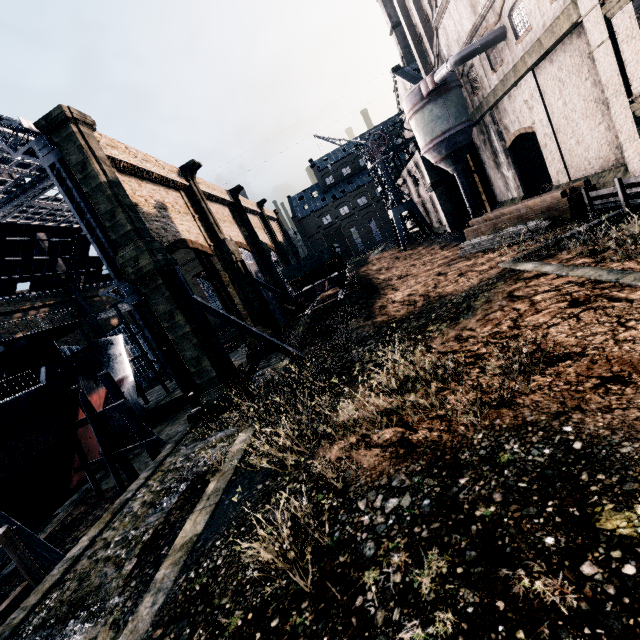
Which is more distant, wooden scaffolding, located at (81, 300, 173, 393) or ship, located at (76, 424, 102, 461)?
wooden scaffolding, located at (81, 300, 173, 393)

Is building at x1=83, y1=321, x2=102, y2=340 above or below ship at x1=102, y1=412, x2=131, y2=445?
above

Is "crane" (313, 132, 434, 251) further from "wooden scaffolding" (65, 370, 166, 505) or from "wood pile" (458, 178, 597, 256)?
"wooden scaffolding" (65, 370, 166, 505)

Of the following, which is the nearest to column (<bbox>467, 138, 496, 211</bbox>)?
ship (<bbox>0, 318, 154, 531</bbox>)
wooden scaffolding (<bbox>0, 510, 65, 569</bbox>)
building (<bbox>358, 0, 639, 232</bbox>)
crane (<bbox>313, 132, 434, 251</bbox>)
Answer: building (<bbox>358, 0, 639, 232</bbox>)

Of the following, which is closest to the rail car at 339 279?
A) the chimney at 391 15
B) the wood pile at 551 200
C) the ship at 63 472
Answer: the wood pile at 551 200

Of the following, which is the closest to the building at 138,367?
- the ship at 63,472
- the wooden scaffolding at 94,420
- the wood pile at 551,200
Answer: the wood pile at 551,200

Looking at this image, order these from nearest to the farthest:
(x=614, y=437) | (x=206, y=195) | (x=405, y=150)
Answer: (x=614, y=437)
(x=206, y=195)
(x=405, y=150)

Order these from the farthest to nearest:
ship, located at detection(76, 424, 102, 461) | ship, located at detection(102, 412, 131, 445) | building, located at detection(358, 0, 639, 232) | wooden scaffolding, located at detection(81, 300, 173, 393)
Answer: wooden scaffolding, located at detection(81, 300, 173, 393) < ship, located at detection(102, 412, 131, 445) < ship, located at detection(76, 424, 102, 461) < building, located at detection(358, 0, 639, 232)
